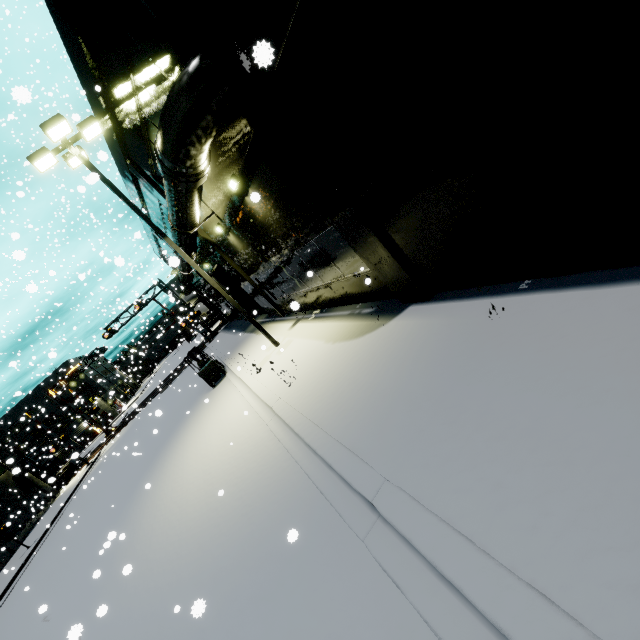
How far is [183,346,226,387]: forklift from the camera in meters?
17.0

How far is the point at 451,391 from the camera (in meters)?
4.33

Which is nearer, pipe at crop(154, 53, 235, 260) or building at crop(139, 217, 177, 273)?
building at crop(139, 217, 177, 273)

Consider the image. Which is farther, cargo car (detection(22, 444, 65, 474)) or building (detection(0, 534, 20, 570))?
cargo car (detection(22, 444, 65, 474))

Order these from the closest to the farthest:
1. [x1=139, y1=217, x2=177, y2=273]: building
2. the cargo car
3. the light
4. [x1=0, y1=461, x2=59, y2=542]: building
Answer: [x1=139, y1=217, x2=177, y2=273]: building → the light → [x1=0, y1=461, x2=59, y2=542]: building → the cargo car

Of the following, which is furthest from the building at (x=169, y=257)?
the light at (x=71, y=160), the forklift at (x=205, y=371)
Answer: the forklift at (x=205, y=371)

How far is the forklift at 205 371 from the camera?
17.0 meters

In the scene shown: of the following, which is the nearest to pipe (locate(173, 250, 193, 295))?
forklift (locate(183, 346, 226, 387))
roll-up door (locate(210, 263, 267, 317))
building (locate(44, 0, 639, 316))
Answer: building (locate(44, 0, 639, 316))
